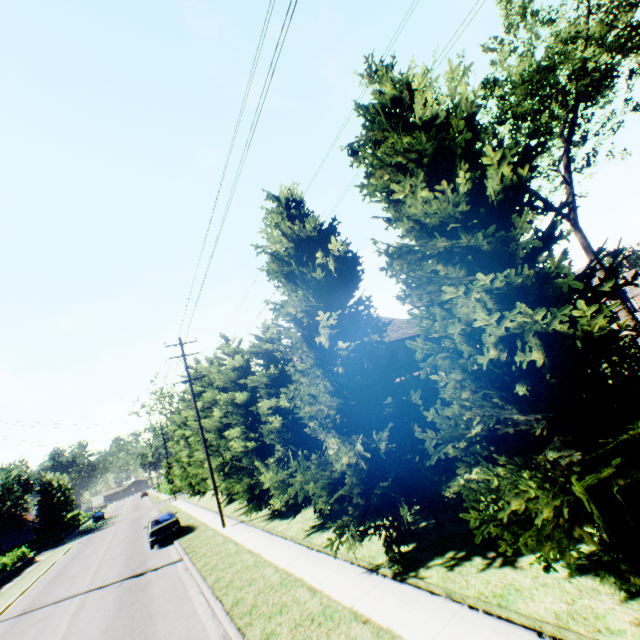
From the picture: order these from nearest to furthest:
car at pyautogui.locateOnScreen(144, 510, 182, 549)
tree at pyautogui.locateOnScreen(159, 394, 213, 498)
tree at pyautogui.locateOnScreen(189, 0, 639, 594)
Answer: tree at pyautogui.locateOnScreen(189, 0, 639, 594), car at pyautogui.locateOnScreen(144, 510, 182, 549), tree at pyautogui.locateOnScreen(159, 394, 213, 498)

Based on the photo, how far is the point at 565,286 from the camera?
4.50m

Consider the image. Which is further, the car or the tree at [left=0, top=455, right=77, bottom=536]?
the tree at [left=0, top=455, right=77, bottom=536]

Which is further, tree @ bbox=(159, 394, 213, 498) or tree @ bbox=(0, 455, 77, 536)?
tree @ bbox=(0, 455, 77, 536)

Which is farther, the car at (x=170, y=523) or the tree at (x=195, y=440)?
the tree at (x=195, y=440)

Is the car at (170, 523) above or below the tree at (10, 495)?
below
